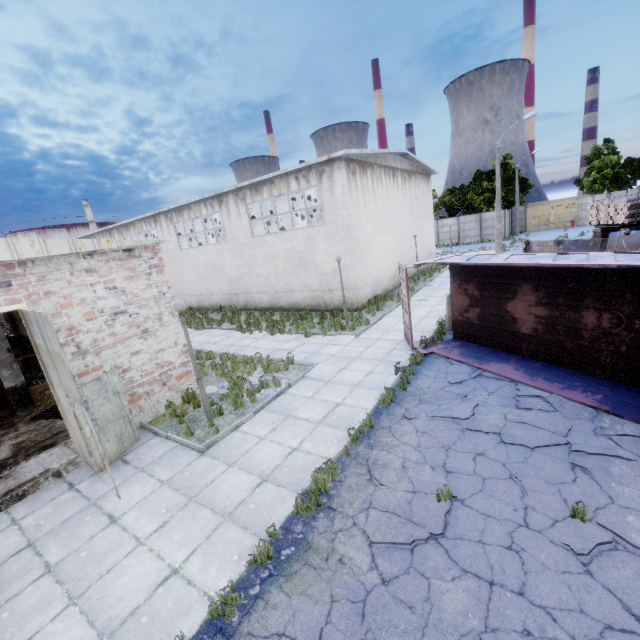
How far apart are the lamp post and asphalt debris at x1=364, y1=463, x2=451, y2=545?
4.5 meters

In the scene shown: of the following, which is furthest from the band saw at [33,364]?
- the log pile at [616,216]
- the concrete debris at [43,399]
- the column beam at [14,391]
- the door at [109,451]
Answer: the log pile at [616,216]

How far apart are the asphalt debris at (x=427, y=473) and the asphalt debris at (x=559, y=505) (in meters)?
1.02

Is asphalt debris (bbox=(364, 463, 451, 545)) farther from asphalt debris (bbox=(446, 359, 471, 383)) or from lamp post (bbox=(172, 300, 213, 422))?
lamp post (bbox=(172, 300, 213, 422))

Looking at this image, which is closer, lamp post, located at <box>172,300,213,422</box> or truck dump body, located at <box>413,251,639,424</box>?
truck dump body, located at <box>413,251,639,424</box>

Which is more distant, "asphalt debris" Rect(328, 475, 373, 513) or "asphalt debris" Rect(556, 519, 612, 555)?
"asphalt debris" Rect(328, 475, 373, 513)

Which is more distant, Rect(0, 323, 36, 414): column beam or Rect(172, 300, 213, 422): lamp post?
Rect(0, 323, 36, 414): column beam

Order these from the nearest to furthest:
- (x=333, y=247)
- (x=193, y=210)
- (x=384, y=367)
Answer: (x=384, y=367) → (x=333, y=247) → (x=193, y=210)
